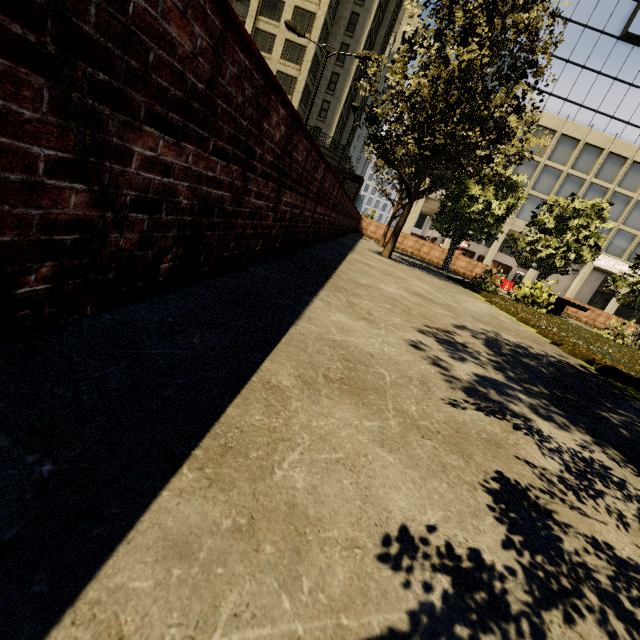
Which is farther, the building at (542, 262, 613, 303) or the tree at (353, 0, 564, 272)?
the building at (542, 262, 613, 303)

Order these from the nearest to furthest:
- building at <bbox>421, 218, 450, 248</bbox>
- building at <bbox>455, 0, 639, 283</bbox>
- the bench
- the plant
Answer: the plant, the bench, building at <bbox>455, 0, 639, 283</bbox>, building at <bbox>421, 218, 450, 248</bbox>

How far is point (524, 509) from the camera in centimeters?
108cm

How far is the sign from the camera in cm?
3434

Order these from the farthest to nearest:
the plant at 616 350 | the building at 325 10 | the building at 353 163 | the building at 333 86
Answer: the building at 353 163, the building at 333 86, the building at 325 10, the plant at 616 350

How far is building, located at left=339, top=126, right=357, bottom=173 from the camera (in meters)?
39.00

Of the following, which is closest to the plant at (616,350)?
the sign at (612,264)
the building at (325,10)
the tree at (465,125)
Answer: the tree at (465,125)

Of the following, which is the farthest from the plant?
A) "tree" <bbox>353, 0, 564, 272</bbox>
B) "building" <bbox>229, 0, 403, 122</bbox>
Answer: "building" <bbox>229, 0, 403, 122</bbox>
